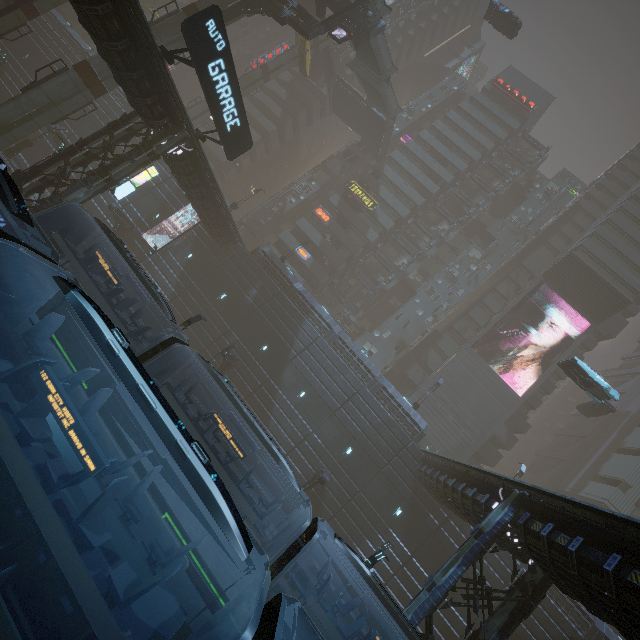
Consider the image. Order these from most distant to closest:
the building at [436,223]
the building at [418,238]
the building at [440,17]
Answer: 1. the building at [440,17]
2. the building at [436,223]
3. the building at [418,238]

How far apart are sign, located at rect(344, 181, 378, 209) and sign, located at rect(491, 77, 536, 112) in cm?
2916

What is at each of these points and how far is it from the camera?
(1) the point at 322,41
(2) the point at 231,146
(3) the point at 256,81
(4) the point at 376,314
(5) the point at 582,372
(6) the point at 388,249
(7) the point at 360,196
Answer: (1) sm, 45.88m
(2) sign, 20.05m
(3) sm, 43.69m
(4) building, 48.50m
(5) car, 25.53m
(6) building, 46.53m
(7) sign, 45.19m

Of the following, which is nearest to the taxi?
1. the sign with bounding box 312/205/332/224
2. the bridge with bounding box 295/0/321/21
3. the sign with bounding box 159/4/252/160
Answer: the bridge with bounding box 295/0/321/21

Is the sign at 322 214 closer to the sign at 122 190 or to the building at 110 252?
the building at 110 252

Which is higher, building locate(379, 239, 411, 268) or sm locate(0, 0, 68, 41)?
building locate(379, 239, 411, 268)

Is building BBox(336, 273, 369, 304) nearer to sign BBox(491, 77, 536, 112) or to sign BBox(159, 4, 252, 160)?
sign BBox(491, 77, 536, 112)

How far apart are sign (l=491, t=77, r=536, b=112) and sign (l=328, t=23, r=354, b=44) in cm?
3812
